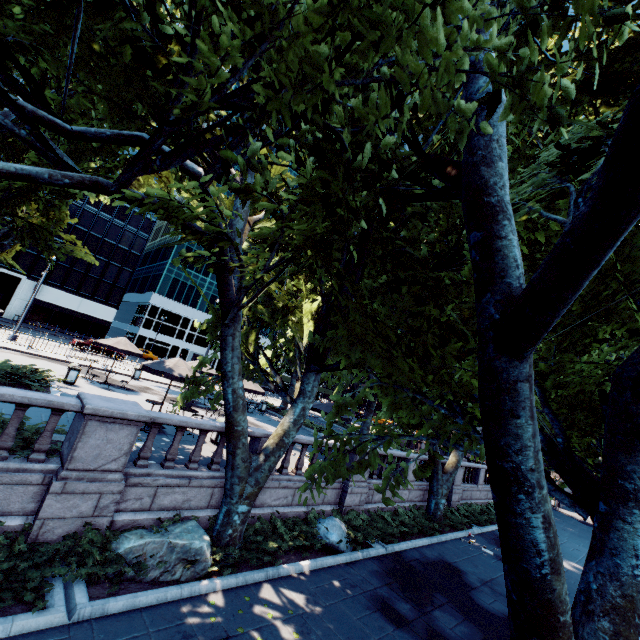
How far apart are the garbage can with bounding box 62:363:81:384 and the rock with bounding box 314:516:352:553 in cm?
1416

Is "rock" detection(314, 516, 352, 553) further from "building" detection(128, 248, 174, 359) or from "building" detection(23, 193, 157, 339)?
"building" detection(128, 248, 174, 359)

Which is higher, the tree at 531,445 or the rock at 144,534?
the tree at 531,445

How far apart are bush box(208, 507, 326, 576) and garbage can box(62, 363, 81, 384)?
13.59m

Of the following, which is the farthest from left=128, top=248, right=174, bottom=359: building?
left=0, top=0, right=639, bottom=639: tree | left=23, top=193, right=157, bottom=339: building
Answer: left=0, top=0, right=639, bottom=639: tree

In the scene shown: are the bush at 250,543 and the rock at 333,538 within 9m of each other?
yes

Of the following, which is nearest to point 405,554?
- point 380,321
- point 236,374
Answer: point 236,374

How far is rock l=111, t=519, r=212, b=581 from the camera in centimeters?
700cm
